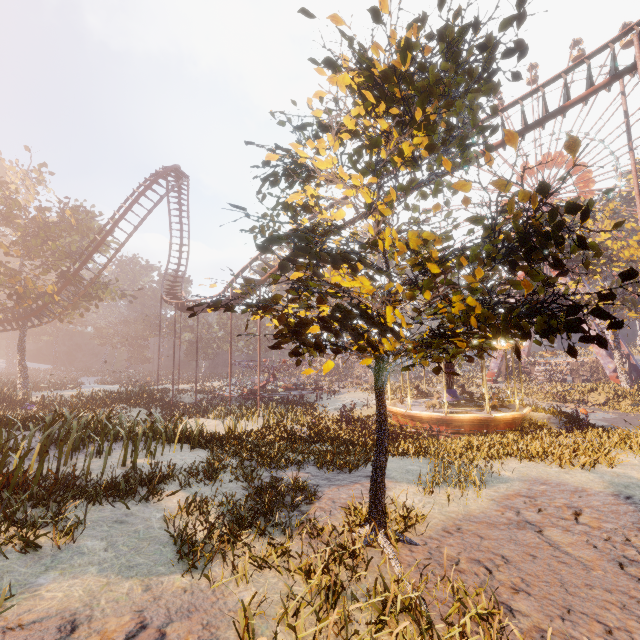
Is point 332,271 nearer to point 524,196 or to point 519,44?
point 524,196

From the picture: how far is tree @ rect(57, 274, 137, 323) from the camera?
29.9m

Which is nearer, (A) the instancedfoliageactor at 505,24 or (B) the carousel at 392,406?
(A) the instancedfoliageactor at 505,24

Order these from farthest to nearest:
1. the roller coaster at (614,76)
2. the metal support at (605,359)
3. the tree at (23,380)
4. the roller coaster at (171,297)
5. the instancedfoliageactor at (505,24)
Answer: the metal support at (605,359)
the tree at (23,380)
the roller coaster at (171,297)
the roller coaster at (614,76)
the instancedfoliageactor at (505,24)

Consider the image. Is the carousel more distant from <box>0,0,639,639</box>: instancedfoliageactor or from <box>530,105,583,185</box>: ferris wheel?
<box>530,105,583,185</box>: ferris wheel

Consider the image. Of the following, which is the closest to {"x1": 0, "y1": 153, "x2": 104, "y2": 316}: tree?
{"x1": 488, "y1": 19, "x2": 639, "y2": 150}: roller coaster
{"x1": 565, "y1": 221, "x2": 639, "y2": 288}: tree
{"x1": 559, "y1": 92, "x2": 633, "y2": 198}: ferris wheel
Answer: {"x1": 488, "y1": 19, "x2": 639, "y2": 150}: roller coaster

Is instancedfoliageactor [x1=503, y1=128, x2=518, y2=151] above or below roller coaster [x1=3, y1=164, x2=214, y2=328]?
below

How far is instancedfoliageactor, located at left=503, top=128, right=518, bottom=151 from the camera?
2.75m
